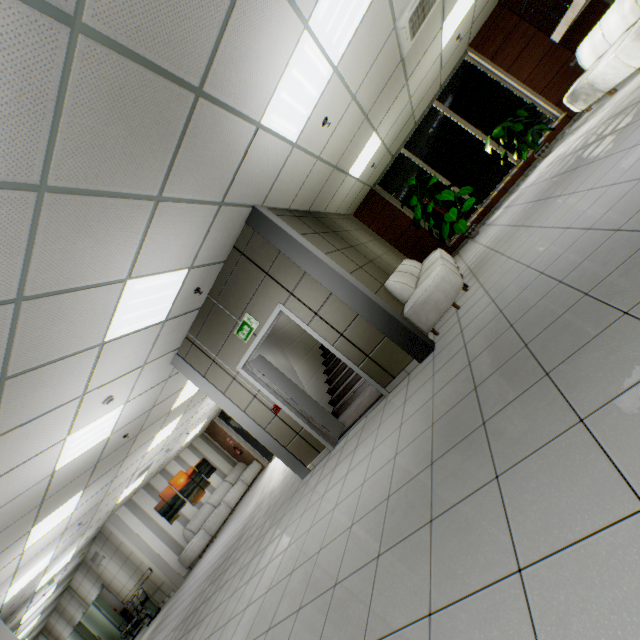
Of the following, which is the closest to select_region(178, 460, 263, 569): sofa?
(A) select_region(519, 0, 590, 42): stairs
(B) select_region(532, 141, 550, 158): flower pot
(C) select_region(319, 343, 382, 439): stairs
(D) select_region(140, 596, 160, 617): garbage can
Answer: (D) select_region(140, 596, 160, 617): garbage can

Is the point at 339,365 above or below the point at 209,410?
below

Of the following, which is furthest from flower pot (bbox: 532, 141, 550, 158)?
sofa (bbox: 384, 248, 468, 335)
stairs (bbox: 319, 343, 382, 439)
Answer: stairs (bbox: 319, 343, 382, 439)

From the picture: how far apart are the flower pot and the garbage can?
17.48m

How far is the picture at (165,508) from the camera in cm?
1177

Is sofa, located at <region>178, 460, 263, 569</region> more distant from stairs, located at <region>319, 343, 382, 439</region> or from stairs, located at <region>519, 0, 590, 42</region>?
stairs, located at <region>519, 0, 590, 42</region>

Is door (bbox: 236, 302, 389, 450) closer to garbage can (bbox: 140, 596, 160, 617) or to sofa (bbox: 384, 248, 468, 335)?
sofa (bbox: 384, 248, 468, 335)

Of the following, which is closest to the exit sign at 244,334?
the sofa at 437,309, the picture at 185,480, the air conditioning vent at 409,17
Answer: the sofa at 437,309
